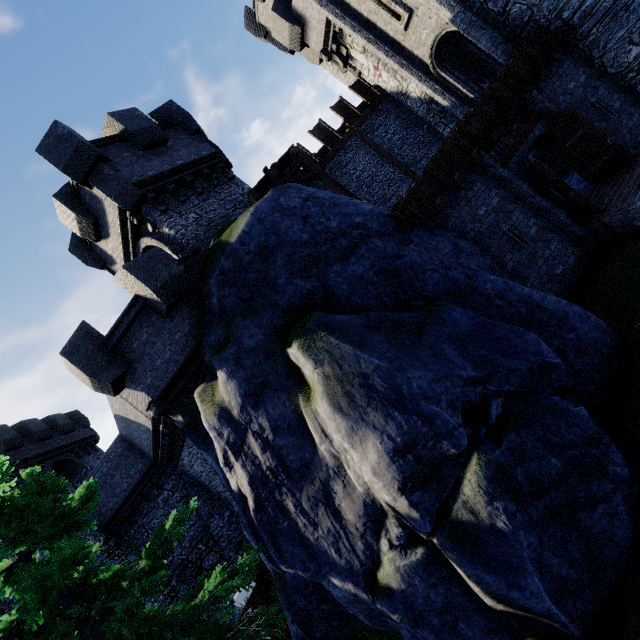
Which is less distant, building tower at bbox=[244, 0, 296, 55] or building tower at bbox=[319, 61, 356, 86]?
building tower at bbox=[244, 0, 296, 55]

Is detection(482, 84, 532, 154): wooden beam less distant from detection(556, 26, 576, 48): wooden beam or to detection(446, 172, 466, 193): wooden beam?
detection(446, 172, 466, 193): wooden beam

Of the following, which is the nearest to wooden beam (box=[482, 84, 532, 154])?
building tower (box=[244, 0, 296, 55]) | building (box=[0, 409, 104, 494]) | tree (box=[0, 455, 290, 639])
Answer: building tower (box=[244, 0, 296, 55])

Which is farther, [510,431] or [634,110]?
[634,110]

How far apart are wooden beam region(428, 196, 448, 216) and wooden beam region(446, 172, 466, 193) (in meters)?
0.74

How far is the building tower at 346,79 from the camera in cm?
2272

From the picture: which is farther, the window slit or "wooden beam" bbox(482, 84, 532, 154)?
the window slit

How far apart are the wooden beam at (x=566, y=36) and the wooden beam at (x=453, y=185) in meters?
6.7 m
